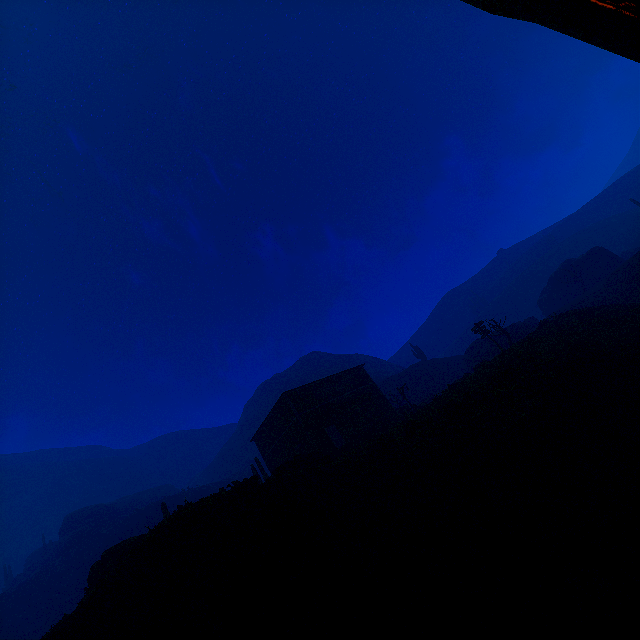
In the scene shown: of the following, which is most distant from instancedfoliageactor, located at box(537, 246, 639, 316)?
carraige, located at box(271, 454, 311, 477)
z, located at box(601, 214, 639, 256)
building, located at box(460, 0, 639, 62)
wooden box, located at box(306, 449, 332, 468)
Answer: carraige, located at box(271, 454, 311, 477)

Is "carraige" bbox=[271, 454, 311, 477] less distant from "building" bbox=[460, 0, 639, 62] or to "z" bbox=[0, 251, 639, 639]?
"z" bbox=[0, 251, 639, 639]

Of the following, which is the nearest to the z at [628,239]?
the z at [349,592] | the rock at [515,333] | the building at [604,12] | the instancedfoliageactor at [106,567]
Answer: the z at [349,592]

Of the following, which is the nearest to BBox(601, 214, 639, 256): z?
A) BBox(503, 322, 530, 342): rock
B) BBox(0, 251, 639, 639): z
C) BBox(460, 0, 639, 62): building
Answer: BBox(0, 251, 639, 639): z

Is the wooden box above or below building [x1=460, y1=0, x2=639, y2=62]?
above

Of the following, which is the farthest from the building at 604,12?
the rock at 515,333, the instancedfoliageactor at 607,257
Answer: the instancedfoliageactor at 607,257

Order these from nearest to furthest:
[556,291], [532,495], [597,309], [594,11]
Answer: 1. [594,11]
2. [532,495]
3. [597,309]
4. [556,291]

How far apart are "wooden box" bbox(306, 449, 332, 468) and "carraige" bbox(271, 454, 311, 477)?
0.0 meters
